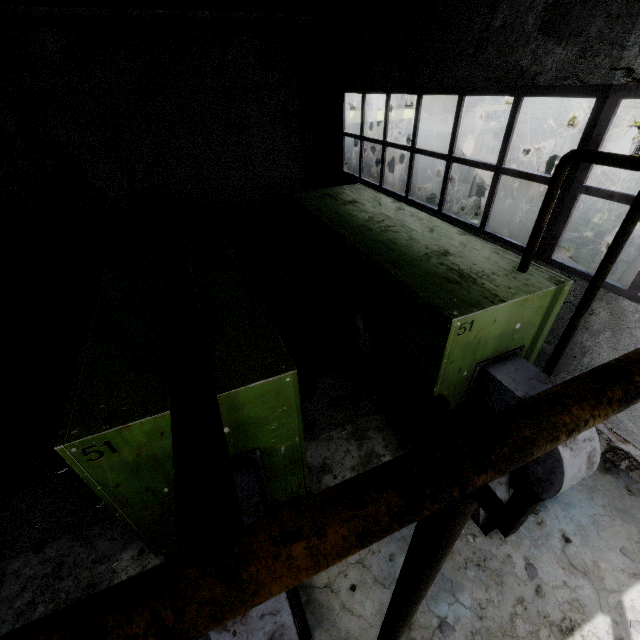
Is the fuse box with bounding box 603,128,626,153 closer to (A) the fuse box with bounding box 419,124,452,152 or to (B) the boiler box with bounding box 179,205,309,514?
(A) the fuse box with bounding box 419,124,452,152

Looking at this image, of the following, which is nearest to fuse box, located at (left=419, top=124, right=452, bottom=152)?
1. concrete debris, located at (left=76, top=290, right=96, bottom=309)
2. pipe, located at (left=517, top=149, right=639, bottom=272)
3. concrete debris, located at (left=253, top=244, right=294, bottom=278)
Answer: pipe, located at (left=517, top=149, right=639, bottom=272)

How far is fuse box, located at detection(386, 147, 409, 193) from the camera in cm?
1427

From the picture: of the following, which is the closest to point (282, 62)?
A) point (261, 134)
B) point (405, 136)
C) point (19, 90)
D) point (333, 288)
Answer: point (261, 134)

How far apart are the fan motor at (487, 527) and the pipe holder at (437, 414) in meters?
2.2

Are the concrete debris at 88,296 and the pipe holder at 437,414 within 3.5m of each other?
no

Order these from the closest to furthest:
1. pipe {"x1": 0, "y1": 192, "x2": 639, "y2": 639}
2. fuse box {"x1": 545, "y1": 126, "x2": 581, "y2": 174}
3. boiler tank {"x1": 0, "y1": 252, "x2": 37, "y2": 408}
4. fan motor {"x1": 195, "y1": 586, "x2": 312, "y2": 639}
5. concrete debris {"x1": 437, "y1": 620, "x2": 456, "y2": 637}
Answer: pipe {"x1": 0, "y1": 192, "x2": 639, "y2": 639}, fan motor {"x1": 195, "y1": 586, "x2": 312, "y2": 639}, concrete debris {"x1": 437, "y1": 620, "x2": 456, "y2": 637}, boiler tank {"x1": 0, "y1": 252, "x2": 37, "y2": 408}, fuse box {"x1": 545, "y1": 126, "x2": 581, "y2": 174}

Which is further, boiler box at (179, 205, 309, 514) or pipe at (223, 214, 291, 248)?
pipe at (223, 214, 291, 248)
